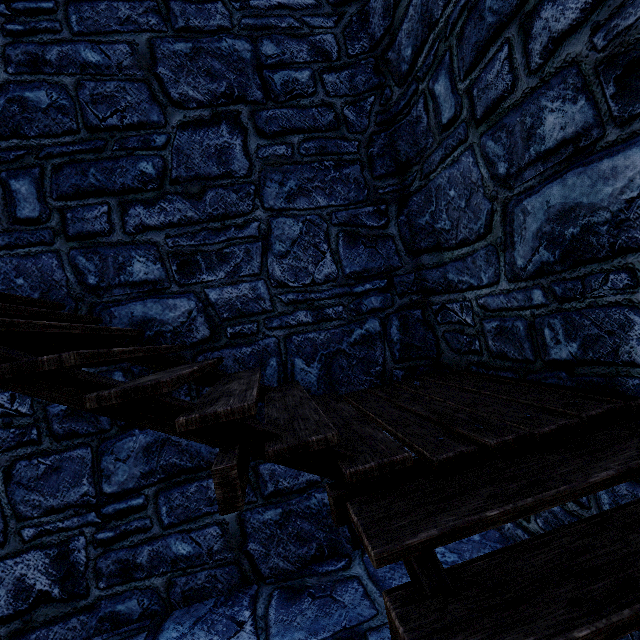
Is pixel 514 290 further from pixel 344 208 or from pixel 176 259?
pixel 176 259
